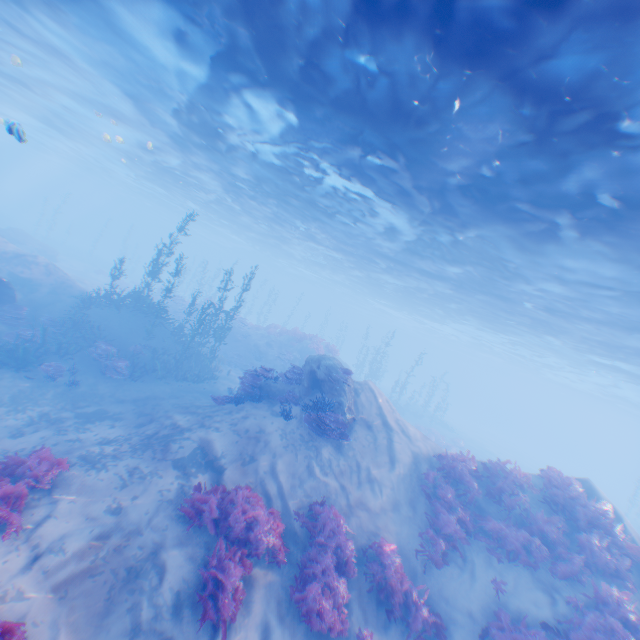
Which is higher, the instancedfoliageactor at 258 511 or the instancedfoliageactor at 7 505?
the instancedfoliageactor at 258 511

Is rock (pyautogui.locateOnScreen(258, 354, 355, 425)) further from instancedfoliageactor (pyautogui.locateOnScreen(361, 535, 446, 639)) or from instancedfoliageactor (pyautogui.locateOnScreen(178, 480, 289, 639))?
instancedfoliageactor (pyautogui.locateOnScreen(178, 480, 289, 639))

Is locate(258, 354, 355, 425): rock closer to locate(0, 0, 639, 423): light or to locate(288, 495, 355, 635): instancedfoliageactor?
locate(0, 0, 639, 423): light

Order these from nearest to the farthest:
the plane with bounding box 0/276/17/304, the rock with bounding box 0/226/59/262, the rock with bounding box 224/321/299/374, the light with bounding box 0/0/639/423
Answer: the light with bounding box 0/0/639/423, the plane with bounding box 0/276/17/304, the rock with bounding box 224/321/299/374, the rock with bounding box 0/226/59/262

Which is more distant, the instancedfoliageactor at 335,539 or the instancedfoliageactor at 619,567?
the instancedfoliageactor at 619,567

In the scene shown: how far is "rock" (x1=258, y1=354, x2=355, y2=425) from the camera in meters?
12.7 m

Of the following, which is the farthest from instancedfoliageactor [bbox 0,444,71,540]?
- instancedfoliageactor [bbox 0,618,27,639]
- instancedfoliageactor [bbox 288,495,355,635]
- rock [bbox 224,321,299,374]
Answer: rock [bbox 224,321,299,374]

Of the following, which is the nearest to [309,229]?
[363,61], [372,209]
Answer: [372,209]
